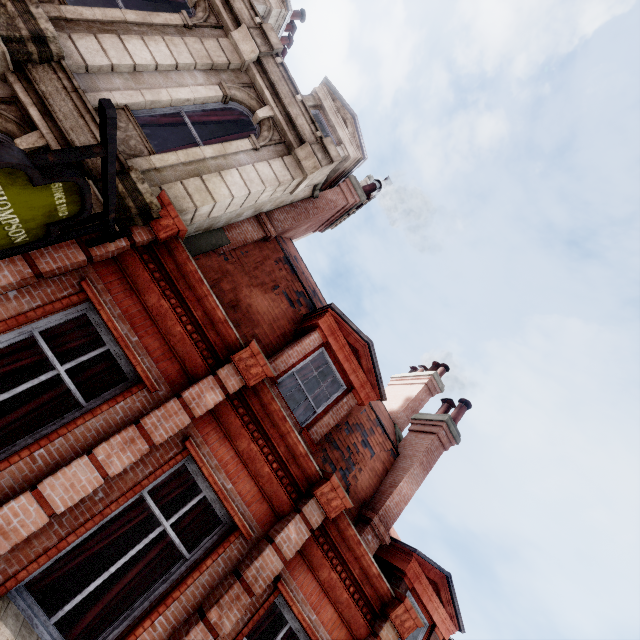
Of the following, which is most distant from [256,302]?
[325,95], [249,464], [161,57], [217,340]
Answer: [325,95]

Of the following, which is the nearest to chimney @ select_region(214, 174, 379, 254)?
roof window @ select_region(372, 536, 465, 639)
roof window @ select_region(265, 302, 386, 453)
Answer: roof window @ select_region(265, 302, 386, 453)

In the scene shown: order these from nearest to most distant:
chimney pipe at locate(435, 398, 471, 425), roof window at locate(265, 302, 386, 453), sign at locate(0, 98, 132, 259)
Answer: sign at locate(0, 98, 132, 259), roof window at locate(265, 302, 386, 453), chimney pipe at locate(435, 398, 471, 425)

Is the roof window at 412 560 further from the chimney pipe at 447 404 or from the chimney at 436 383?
the chimney pipe at 447 404

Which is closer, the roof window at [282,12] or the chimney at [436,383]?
the chimney at [436,383]

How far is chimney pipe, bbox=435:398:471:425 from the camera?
9.70m

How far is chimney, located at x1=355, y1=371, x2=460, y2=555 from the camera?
7.39m

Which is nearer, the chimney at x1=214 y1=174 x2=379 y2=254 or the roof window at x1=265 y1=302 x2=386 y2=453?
the roof window at x1=265 y1=302 x2=386 y2=453
